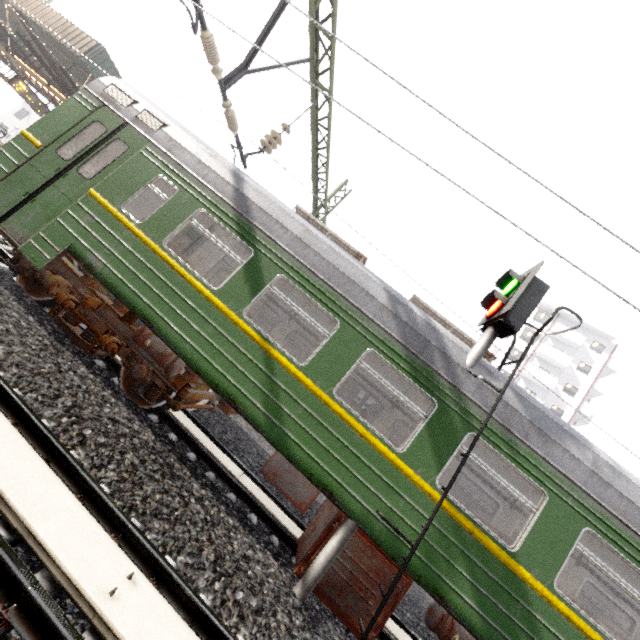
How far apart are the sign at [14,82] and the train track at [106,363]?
14.4 meters

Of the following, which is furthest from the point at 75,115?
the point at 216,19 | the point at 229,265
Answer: the point at 229,265

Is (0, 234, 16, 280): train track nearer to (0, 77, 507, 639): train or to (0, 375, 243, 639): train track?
(0, 77, 507, 639): train

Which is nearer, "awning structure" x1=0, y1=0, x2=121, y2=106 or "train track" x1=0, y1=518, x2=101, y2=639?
"train track" x1=0, y1=518, x2=101, y2=639

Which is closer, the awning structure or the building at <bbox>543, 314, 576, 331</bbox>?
the awning structure

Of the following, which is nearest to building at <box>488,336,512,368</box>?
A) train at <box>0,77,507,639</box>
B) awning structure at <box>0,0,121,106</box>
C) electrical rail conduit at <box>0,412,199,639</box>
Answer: train at <box>0,77,507,639</box>

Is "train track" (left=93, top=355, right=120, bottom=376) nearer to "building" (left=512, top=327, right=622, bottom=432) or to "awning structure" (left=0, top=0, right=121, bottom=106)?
"awning structure" (left=0, top=0, right=121, bottom=106)

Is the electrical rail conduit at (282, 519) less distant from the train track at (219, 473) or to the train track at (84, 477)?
the train track at (219, 473)
